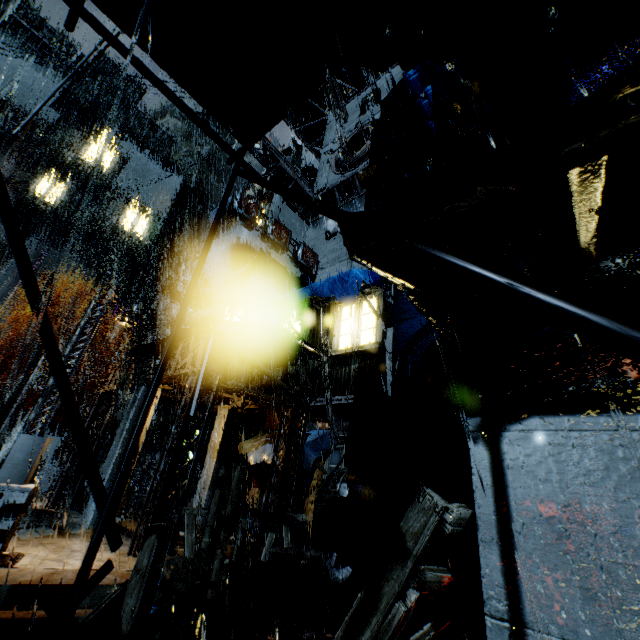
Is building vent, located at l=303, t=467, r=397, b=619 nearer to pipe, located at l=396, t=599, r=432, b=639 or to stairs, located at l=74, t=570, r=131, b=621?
pipe, located at l=396, t=599, r=432, b=639

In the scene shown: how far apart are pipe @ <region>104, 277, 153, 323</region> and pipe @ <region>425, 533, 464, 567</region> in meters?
38.2

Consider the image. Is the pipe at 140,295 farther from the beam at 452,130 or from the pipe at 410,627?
the beam at 452,130

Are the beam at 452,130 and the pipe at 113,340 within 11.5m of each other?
no

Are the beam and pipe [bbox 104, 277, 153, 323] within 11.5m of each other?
no

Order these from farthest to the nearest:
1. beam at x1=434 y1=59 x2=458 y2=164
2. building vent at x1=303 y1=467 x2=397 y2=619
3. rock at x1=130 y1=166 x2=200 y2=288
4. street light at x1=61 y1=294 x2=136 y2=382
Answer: rock at x1=130 y1=166 x2=200 y2=288 < building vent at x1=303 y1=467 x2=397 y2=619 < street light at x1=61 y1=294 x2=136 y2=382 < beam at x1=434 y1=59 x2=458 y2=164

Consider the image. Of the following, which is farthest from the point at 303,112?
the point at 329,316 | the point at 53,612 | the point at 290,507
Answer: the point at 53,612

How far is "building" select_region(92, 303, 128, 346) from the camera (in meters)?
37.16
